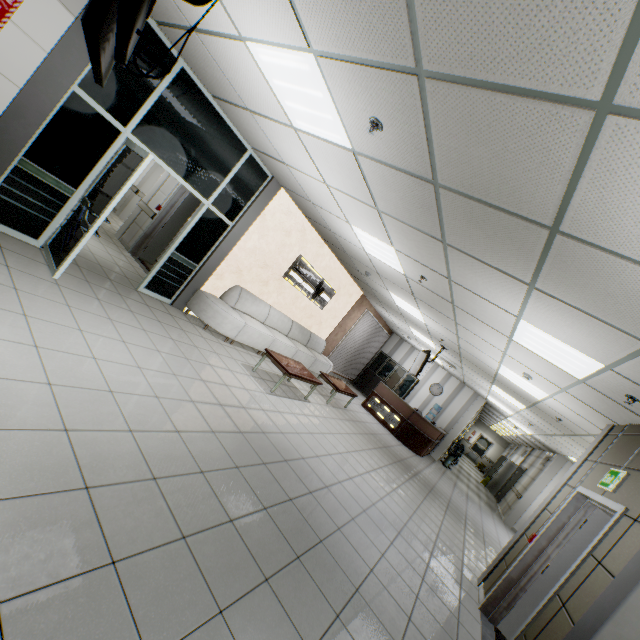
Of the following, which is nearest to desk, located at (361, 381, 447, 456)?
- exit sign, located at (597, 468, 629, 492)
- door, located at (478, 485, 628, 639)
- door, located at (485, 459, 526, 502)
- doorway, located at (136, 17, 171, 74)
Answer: door, located at (485, 459, 526, 502)

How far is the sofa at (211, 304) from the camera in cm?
650

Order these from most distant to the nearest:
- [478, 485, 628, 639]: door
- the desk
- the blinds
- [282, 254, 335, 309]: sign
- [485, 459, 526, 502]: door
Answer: [485, 459, 526, 502]: door < the blinds < the desk < [282, 254, 335, 309]: sign < [478, 485, 628, 639]: door

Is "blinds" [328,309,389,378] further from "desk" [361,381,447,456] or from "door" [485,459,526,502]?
"door" [485,459,526,502]

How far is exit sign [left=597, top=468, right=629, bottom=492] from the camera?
3.5 meters

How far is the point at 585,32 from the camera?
1.3 meters

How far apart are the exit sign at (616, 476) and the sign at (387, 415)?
7.6m

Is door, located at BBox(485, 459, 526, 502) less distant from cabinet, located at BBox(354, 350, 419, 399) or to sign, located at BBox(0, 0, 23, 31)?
cabinet, located at BBox(354, 350, 419, 399)
